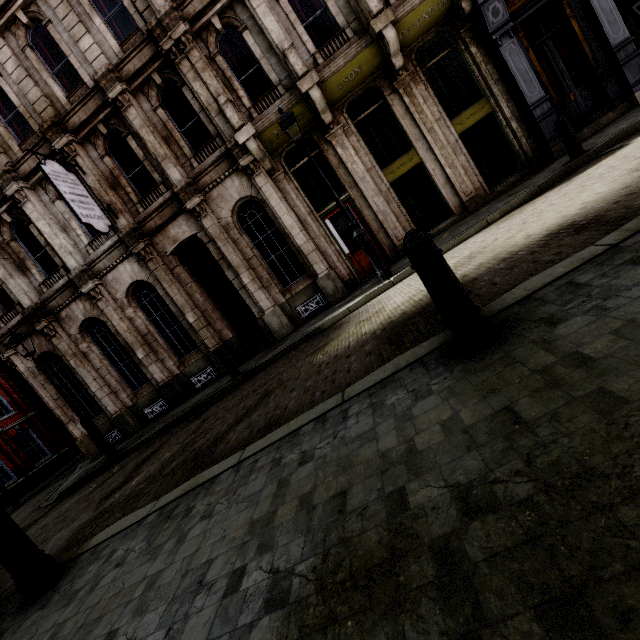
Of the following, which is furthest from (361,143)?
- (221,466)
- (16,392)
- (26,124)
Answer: (16,392)

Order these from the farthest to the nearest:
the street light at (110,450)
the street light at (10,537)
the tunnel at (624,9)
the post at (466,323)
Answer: the tunnel at (624,9) < the street light at (110,450) < the street light at (10,537) < the post at (466,323)

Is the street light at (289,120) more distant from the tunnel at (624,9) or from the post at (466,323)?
the tunnel at (624,9)

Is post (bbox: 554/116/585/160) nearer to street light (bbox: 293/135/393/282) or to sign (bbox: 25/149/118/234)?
street light (bbox: 293/135/393/282)

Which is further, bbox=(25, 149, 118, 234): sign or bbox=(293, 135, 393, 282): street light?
bbox=(25, 149, 118, 234): sign

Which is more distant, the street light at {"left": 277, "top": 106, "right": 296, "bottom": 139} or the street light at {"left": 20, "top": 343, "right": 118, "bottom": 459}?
the street light at {"left": 20, "top": 343, "right": 118, "bottom": 459}

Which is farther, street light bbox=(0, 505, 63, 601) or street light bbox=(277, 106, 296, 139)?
street light bbox=(277, 106, 296, 139)

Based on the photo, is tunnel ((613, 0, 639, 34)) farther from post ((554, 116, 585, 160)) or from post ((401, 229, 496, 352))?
post ((401, 229, 496, 352))
